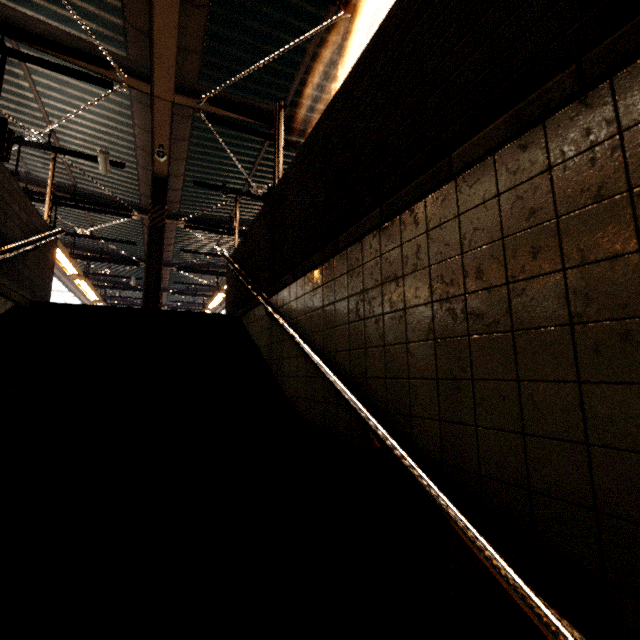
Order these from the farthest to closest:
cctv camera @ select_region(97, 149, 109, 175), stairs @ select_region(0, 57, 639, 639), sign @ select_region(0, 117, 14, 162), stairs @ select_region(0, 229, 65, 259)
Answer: cctv camera @ select_region(97, 149, 109, 175)
sign @ select_region(0, 117, 14, 162)
stairs @ select_region(0, 229, 65, 259)
stairs @ select_region(0, 57, 639, 639)

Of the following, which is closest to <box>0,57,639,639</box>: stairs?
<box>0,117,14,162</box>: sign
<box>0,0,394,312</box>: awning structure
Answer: <box>0,0,394,312</box>: awning structure

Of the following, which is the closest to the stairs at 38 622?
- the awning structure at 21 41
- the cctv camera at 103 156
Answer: the awning structure at 21 41

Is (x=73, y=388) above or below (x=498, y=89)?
below

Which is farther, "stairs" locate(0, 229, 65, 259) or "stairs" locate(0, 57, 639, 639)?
"stairs" locate(0, 229, 65, 259)

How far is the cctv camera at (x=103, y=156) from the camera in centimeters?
652cm

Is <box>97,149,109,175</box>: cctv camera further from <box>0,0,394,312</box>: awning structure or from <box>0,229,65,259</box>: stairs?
<box>0,229,65,259</box>: stairs

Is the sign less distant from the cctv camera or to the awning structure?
the awning structure
